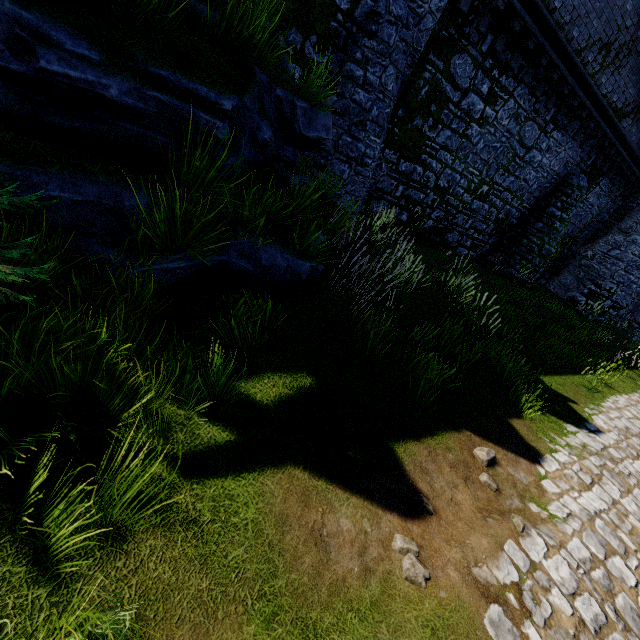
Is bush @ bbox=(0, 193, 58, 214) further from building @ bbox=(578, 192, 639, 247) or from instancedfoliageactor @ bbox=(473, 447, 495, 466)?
building @ bbox=(578, 192, 639, 247)

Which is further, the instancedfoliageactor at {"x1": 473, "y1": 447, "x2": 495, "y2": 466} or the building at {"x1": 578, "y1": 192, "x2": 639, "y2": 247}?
the building at {"x1": 578, "y1": 192, "x2": 639, "y2": 247}

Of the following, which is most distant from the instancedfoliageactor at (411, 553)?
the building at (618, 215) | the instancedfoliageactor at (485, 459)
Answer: the building at (618, 215)

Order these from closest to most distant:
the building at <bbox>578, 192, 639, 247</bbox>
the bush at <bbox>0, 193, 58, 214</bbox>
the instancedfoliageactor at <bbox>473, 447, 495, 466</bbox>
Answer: the bush at <bbox>0, 193, 58, 214</bbox> → the instancedfoliageactor at <bbox>473, 447, 495, 466</bbox> → the building at <bbox>578, 192, 639, 247</bbox>

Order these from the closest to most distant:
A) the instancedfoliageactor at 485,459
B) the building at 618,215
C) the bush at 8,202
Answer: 1. the bush at 8,202
2. the instancedfoliageactor at 485,459
3. the building at 618,215

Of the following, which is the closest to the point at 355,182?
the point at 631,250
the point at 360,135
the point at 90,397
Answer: the point at 360,135

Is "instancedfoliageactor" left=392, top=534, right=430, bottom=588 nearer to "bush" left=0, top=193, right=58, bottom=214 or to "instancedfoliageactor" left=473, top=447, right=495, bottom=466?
"instancedfoliageactor" left=473, top=447, right=495, bottom=466
